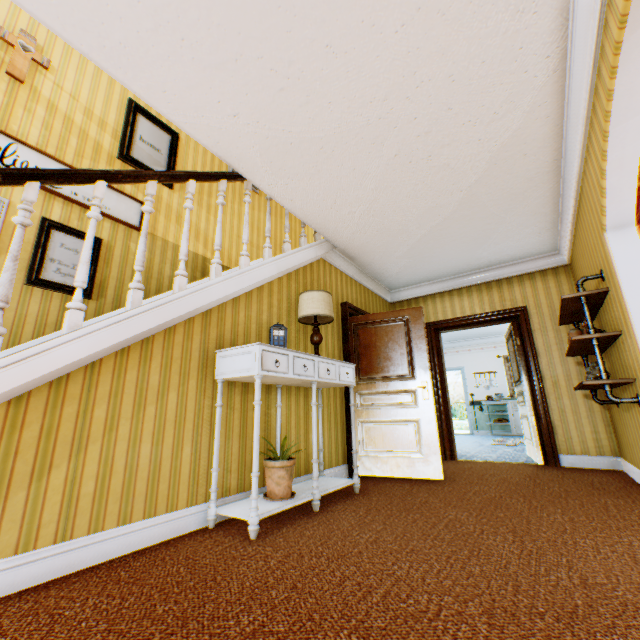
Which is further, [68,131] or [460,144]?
[68,131]

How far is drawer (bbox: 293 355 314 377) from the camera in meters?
2.9

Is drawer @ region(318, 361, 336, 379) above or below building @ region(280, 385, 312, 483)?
above

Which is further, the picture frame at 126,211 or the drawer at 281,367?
the picture frame at 126,211

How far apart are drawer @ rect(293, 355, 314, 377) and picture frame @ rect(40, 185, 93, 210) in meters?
2.8 m

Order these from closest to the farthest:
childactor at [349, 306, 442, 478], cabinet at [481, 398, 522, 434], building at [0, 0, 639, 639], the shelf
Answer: building at [0, 0, 639, 639] → the shelf → childactor at [349, 306, 442, 478] → cabinet at [481, 398, 522, 434]

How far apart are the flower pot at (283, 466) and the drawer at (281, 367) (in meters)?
0.73

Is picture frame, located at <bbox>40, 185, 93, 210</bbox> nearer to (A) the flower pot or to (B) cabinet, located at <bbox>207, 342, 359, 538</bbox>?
(B) cabinet, located at <bbox>207, 342, 359, 538</bbox>
